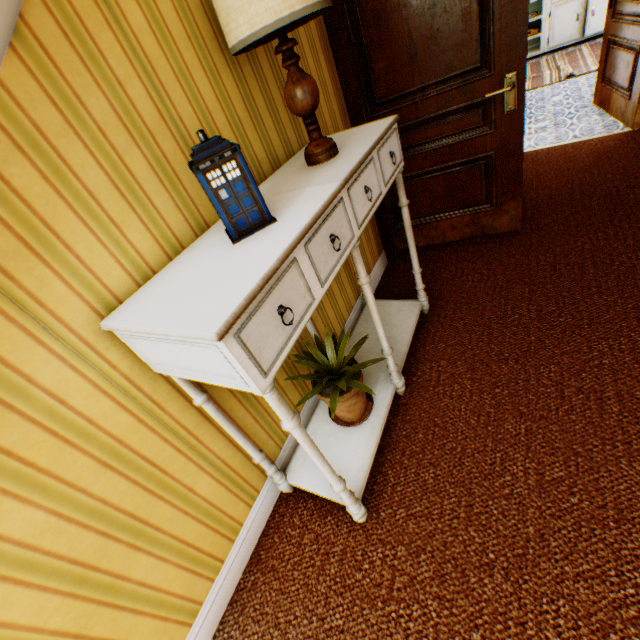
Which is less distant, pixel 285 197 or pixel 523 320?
pixel 285 197

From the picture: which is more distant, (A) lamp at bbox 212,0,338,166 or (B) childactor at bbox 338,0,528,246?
(B) childactor at bbox 338,0,528,246

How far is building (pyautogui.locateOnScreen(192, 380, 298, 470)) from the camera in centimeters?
146cm

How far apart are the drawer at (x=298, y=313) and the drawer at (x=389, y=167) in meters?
0.8 m

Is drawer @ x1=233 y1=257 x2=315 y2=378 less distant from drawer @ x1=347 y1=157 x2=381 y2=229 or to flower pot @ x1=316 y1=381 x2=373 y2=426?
drawer @ x1=347 y1=157 x2=381 y2=229

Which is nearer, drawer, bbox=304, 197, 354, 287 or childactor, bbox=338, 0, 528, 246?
drawer, bbox=304, 197, 354, 287

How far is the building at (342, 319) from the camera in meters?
2.2 m
